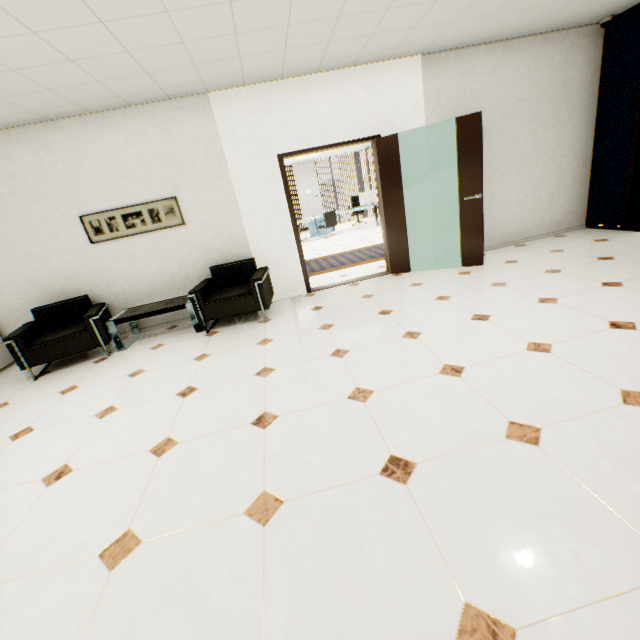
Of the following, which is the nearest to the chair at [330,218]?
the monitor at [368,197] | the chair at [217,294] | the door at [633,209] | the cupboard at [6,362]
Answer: the monitor at [368,197]

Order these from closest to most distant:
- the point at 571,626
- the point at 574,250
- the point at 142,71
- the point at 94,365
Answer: the point at 571,626, the point at 142,71, the point at 94,365, the point at 574,250

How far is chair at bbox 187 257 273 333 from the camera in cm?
432

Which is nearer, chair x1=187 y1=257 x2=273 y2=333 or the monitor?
chair x1=187 y1=257 x2=273 y2=333

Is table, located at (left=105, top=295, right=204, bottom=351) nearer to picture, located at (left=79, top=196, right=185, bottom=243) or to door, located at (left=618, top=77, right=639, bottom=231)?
picture, located at (left=79, top=196, right=185, bottom=243)

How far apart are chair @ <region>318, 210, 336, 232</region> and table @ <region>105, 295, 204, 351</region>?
7.5 meters

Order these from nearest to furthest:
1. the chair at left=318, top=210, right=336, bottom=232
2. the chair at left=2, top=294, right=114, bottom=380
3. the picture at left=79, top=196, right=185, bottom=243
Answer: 1. the chair at left=2, top=294, right=114, bottom=380
2. the picture at left=79, top=196, right=185, bottom=243
3. the chair at left=318, top=210, right=336, bottom=232

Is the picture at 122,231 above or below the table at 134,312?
above
